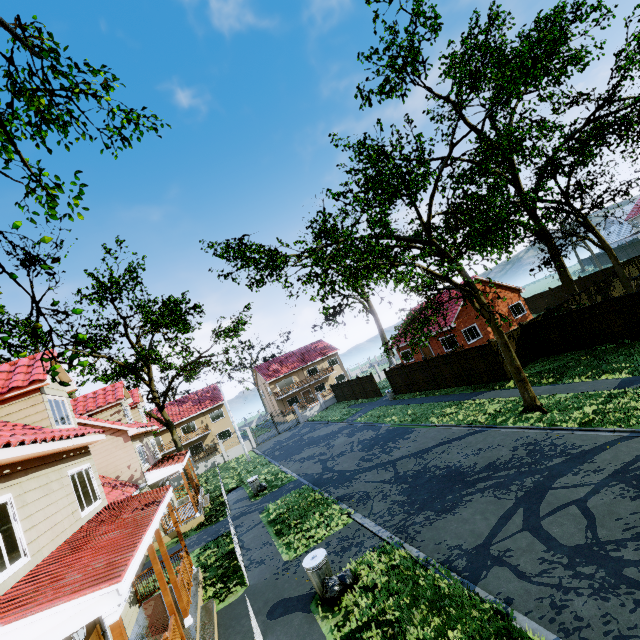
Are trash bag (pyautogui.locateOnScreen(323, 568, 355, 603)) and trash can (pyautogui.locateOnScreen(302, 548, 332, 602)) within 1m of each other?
yes

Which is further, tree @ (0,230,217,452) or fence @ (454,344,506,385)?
fence @ (454,344,506,385)

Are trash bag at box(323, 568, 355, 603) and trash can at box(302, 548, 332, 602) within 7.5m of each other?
yes

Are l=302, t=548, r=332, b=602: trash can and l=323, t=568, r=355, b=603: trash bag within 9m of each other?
yes

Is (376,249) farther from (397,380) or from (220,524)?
(397,380)

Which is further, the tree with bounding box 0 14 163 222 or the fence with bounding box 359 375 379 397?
the fence with bounding box 359 375 379 397

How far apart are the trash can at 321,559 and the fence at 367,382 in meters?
24.2 m

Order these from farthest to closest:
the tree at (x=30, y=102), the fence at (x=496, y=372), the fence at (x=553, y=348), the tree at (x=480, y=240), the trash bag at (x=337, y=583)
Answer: the fence at (x=496, y=372) < the fence at (x=553, y=348) < the tree at (x=480, y=240) < the tree at (x=30, y=102) < the trash bag at (x=337, y=583)
